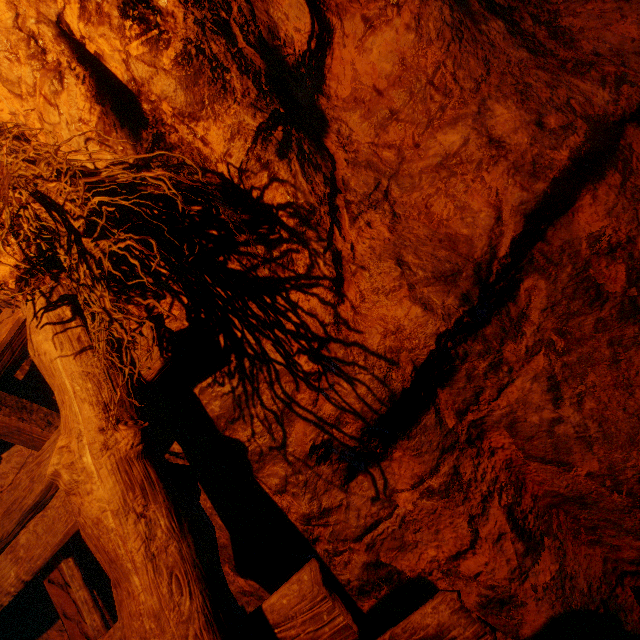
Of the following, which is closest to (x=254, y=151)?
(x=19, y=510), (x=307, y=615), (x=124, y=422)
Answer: (x=124, y=422)
